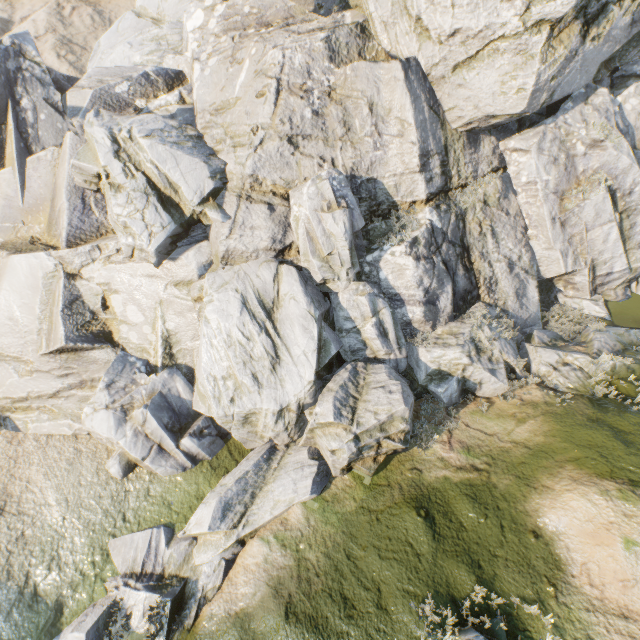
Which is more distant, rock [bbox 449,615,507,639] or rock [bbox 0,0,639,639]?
rock [bbox 0,0,639,639]

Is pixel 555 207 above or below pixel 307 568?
above

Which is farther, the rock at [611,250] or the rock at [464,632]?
the rock at [611,250]
